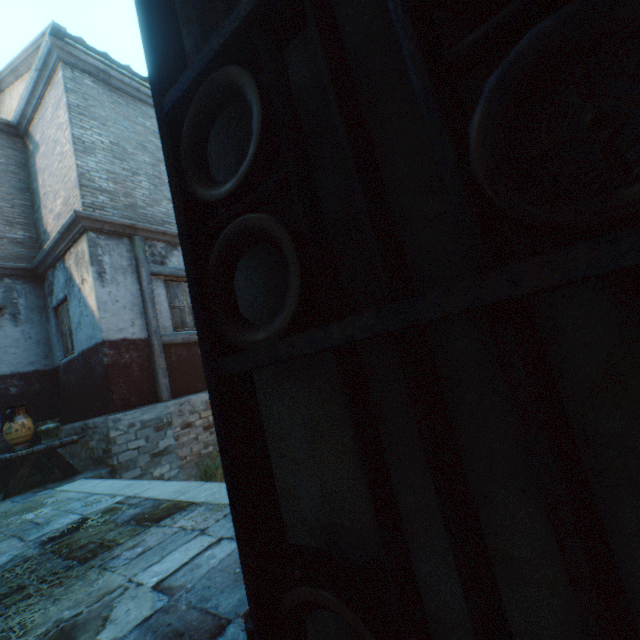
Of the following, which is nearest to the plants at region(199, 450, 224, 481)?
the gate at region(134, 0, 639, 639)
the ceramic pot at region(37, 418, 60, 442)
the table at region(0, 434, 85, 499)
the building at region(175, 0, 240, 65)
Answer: the building at region(175, 0, 240, 65)

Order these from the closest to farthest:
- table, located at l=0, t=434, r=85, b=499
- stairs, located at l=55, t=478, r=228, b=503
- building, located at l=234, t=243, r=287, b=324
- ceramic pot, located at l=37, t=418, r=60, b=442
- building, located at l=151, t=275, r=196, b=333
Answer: building, located at l=234, t=243, r=287, b=324, stairs, located at l=55, t=478, r=228, b=503, table, located at l=0, t=434, r=85, b=499, ceramic pot, located at l=37, t=418, r=60, b=442, building, located at l=151, t=275, r=196, b=333

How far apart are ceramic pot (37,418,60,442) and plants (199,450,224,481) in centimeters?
277cm

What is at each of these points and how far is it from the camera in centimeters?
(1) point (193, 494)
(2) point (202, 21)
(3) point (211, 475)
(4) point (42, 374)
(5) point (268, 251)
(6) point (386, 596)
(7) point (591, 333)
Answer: (1) stairs, 311cm
(2) building, 108cm
(3) plants, 678cm
(4) building, 772cm
(5) building, 93cm
(6) building, 75cm
(7) building, 52cm

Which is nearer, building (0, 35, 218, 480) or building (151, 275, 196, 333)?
building (0, 35, 218, 480)

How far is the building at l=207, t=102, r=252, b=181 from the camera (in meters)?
0.97

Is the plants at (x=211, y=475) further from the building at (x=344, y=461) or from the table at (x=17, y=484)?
the table at (x=17, y=484)

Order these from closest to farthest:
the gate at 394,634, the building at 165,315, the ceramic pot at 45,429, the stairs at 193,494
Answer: the gate at 394,634 < the stairs at 193,494 < the ceramic pot at 45,429 < the building at 165,315
